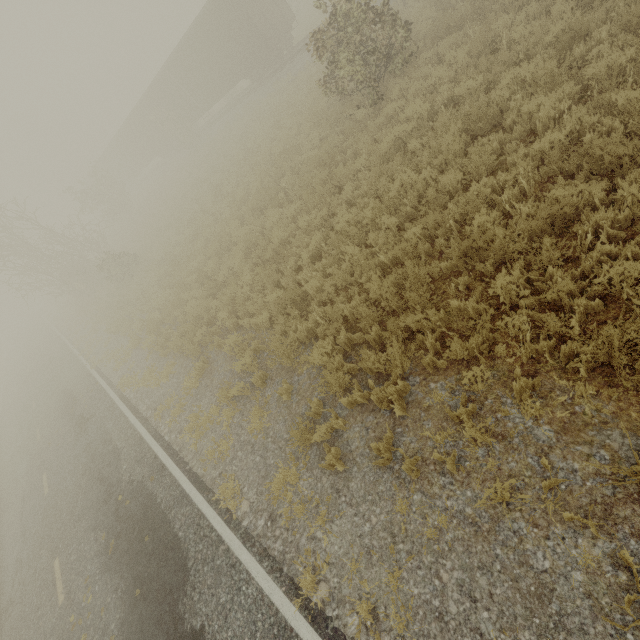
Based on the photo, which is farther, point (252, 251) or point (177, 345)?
point (252, 251)
